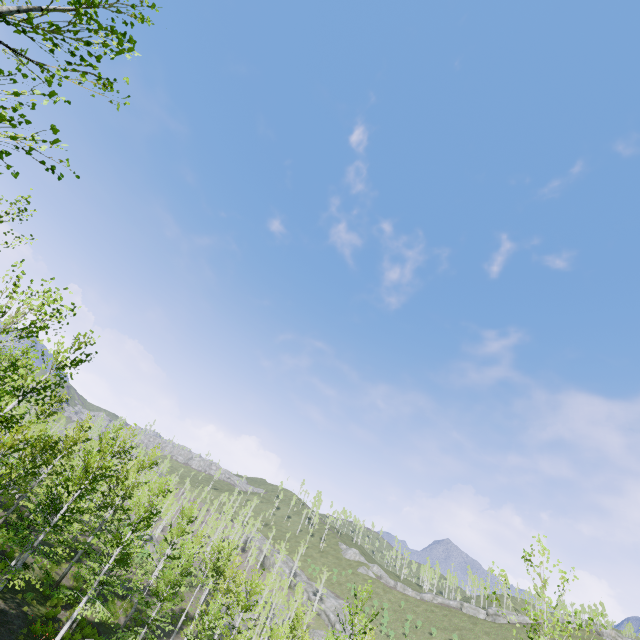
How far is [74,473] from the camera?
31.9m
